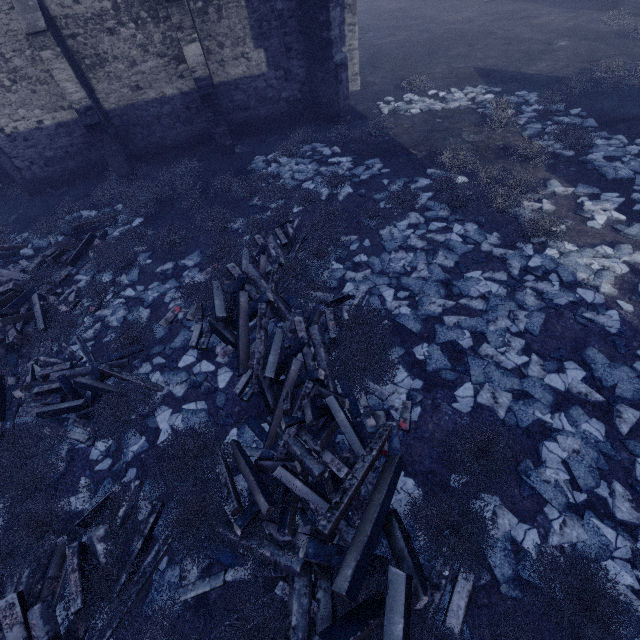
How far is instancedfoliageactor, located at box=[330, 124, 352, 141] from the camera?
12.59m

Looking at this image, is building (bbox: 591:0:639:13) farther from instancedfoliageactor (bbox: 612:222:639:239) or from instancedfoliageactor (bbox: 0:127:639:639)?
instancedfoliageactor (bbox: 0:127:639:639)

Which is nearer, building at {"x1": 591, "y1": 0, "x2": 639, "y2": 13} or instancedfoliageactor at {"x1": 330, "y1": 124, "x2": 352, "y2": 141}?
instancedfoliageactor at {"x1": 330, "y1": 124, "x2": 352, "y2": 141}

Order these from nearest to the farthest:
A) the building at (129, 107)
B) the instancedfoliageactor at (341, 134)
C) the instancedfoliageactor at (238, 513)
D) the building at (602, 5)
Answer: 1. the instancedfoliageactor at (238, 513)
2. the building at (129, 107)
3. the instancedfoliageactor at (341, 134)
4. the building at (602, 5)

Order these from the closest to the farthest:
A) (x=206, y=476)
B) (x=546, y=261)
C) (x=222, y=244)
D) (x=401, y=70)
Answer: (x=206, y=476)
(x=546, y=261)
(x=222, y=244)
(x=401, y=70)

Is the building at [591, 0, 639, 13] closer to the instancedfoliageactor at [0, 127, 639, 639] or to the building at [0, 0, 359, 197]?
the instancedfoliageactor at [0, 127, 639, 639]

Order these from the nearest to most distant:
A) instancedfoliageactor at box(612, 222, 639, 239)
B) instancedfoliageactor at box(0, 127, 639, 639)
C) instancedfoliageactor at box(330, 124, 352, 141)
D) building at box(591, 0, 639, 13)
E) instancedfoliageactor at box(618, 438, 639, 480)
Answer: instancedfoliageactor at box(0, 127, 639, 639) < instancedfoliageactor at box(618, 438, 639, 480) < instancedfoliageactor at box(612, 222, 639, 239) < instancedfoliageactor at box(330, 124, 352, 141) < building at box(591, 0, 639, 13)

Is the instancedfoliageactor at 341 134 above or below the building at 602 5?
below
